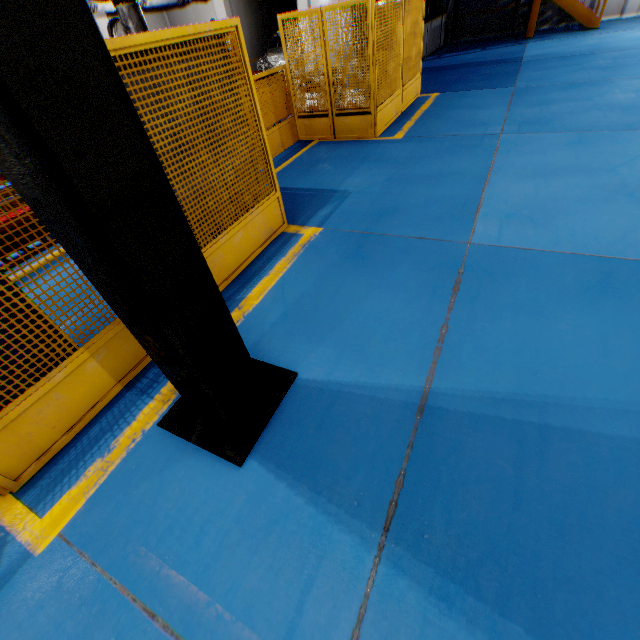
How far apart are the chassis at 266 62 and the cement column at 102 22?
5.30m

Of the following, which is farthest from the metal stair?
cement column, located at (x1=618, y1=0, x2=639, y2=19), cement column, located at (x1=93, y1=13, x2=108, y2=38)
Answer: cement column, located at (x1=93, y1=13, x2=108, y2=38)

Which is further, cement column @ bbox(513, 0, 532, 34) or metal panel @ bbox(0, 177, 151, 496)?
cement column @ bbox(513, 0, 532, 34)

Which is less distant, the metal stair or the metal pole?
the metal pole

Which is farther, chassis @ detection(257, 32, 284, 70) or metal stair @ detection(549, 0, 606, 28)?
chassis @ detection(257, 32, 284, 70)

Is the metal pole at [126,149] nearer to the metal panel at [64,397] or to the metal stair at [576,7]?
the metal panel at [64,397]

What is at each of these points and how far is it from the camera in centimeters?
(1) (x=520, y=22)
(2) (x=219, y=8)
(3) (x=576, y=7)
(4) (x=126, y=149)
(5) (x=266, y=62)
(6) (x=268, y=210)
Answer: (1) cement column, 1568cm
(2) cement column, 1361cm
(3) metal stair, 1320cm
(4) metal pole, 130cm
(5) chassis, 1444cm
(6) metal panel, 427cm

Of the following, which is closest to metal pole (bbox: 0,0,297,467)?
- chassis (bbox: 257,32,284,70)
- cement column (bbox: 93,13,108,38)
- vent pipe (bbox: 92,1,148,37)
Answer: vent pipe (bbox: 92,1,148,37)
